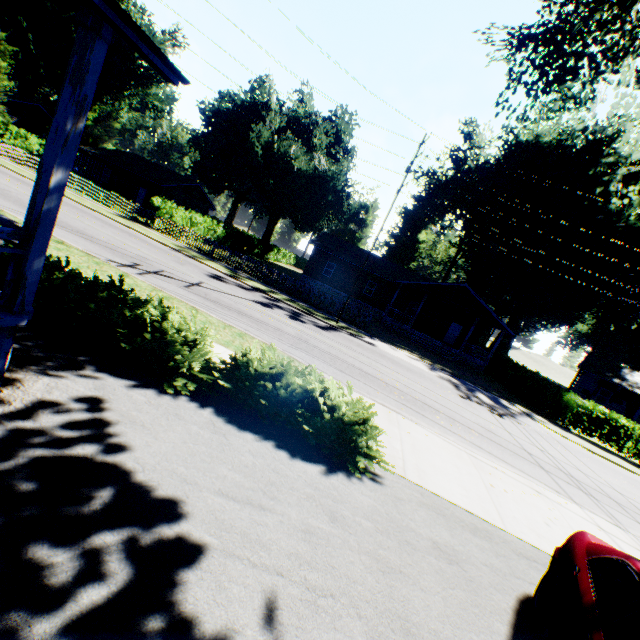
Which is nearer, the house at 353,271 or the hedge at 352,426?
the hedge at 352,426

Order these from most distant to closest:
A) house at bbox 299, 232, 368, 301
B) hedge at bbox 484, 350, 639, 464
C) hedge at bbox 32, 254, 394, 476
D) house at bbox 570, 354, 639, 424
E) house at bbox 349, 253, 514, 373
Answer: house at bbox 299, 232, 368, 301 → house at bbox 570, 354, 639, 424 → house at bbox 349, 253, 514, 373 → hedge at bbox 484, 350, 639, 464 → hedge at bbox 32, 254, 394, 476

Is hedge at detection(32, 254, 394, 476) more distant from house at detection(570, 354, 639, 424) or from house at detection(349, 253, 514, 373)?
house at detection(570, 354, 639, 424)

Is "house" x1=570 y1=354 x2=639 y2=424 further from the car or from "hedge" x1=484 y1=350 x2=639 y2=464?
the car

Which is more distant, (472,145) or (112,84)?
(112,84)

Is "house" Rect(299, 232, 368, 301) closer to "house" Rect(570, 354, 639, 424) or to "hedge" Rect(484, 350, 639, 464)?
"hedge" Rect(484, 350, 639, 464)

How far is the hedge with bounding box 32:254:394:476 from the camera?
5.82m

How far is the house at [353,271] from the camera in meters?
35.2 m
